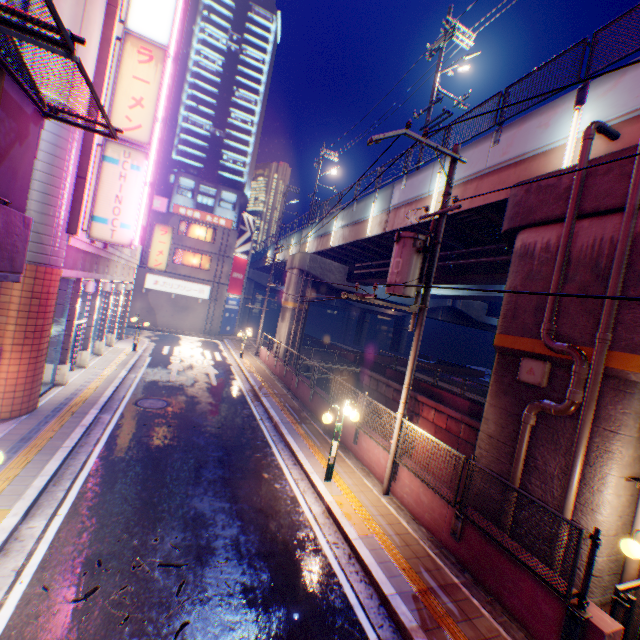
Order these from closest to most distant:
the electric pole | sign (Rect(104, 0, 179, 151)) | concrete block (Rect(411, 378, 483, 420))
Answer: the electric pole, sign (Rect(104, 0, 179, 151)), concrete block (Rect(411, 378, 483, 420))

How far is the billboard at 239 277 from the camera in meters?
35.8

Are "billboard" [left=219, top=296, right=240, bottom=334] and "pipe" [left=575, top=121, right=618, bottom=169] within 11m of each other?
no

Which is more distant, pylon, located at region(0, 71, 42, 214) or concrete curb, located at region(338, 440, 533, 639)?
concrete curb, located at region(338, 440, 533, 639)

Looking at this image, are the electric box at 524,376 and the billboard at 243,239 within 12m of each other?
no

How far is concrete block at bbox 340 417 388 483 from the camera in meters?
9.8

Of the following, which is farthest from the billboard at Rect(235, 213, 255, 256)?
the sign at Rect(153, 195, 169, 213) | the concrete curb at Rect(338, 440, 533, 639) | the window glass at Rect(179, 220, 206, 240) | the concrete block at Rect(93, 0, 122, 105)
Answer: the concrete block at Rect(93, 0, 122, 105)

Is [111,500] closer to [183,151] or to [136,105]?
[136,105]
